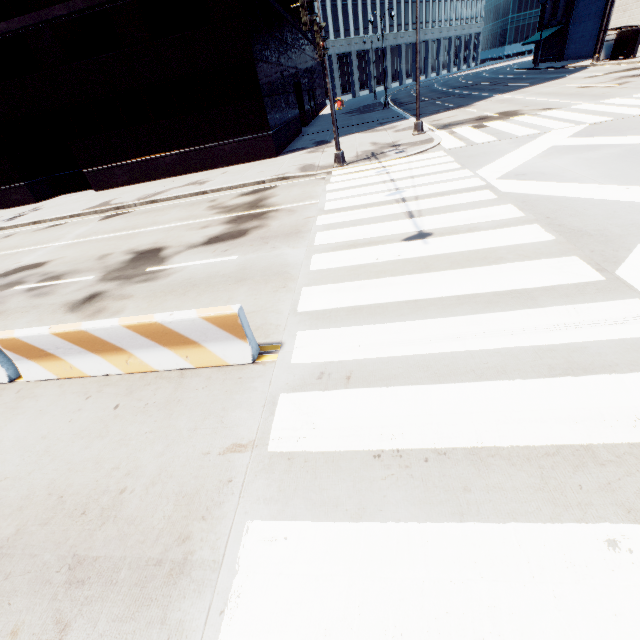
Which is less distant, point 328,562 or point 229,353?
point 328,562

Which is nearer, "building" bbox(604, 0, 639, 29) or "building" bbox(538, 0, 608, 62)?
"building" bbox(604, 0, 639, 29)

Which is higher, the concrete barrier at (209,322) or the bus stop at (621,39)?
the bus stop at (621,39)

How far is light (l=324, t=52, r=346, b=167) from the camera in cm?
1252

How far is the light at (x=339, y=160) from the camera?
12.5 meters

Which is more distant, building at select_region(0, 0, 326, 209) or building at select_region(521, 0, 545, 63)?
building at select_region(521, 0, 545, 63)

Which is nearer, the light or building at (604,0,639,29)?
the light
